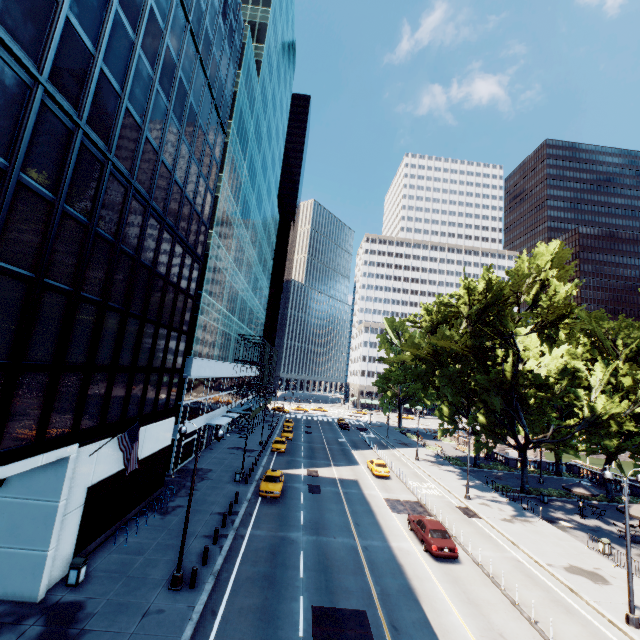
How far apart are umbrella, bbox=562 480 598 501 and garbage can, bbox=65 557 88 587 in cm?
3929

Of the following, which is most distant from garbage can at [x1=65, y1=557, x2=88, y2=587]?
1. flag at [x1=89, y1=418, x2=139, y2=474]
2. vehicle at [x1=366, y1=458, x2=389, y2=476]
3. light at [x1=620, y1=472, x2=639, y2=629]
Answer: vehicle at [x1=366, y1=458, x2=389, y2=476]

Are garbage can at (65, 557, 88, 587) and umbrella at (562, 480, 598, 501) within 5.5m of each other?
no

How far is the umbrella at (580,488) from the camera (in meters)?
30.62

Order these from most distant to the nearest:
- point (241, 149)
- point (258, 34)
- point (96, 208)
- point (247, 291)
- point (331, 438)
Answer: point (331, 438) < point (247, 291) < point (258, 34) < point (241, 149) < point (96, 208)

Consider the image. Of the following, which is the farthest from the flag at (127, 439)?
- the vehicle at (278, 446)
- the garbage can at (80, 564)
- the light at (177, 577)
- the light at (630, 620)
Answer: the vehicle at (278, 446)

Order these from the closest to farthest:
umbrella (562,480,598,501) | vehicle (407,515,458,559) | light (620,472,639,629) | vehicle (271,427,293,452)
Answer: light (620,472,639,629)
vehicle (407,515,458,559)
umbrella (562,480,598,501)
vehicle (271,427,293,452)

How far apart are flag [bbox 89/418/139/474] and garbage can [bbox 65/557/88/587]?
3.8m
